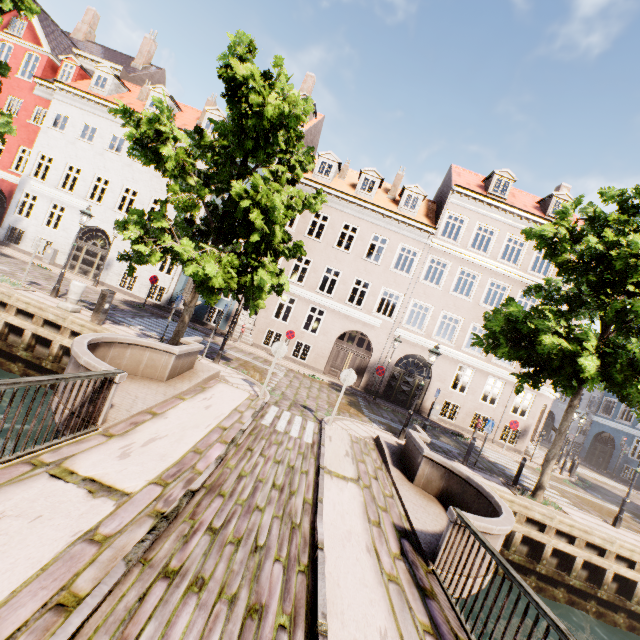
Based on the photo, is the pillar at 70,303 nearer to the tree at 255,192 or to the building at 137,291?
the tree at 255,192

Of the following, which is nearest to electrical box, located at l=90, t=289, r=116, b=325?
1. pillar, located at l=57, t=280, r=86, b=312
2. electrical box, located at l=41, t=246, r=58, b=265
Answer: pillar, located at l=57, t=280, r=86, b=312

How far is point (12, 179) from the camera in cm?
2125

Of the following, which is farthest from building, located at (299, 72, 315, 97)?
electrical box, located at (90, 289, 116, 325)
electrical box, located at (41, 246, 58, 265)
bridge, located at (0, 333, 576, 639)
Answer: electrical box, located at (41, 246, 58, 265)

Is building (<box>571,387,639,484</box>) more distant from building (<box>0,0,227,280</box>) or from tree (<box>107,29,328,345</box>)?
building (<box>0,0,227,280</box>)

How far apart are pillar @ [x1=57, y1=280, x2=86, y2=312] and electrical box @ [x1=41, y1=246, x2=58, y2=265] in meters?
11.6

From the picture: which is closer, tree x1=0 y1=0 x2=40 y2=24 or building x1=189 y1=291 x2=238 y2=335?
tree x1=0 y1=0 x2=40 y2=24

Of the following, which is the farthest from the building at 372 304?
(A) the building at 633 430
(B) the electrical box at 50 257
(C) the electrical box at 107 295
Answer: (B) the electrical box at 50 257
